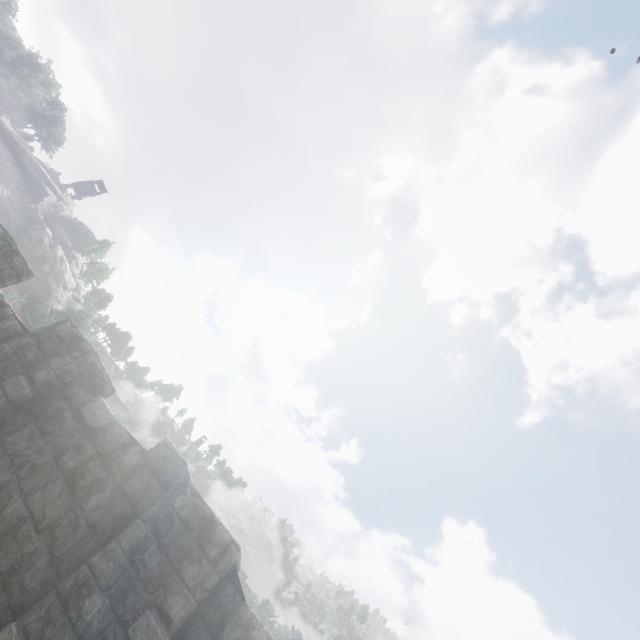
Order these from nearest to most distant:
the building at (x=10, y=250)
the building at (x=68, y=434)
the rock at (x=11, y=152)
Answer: the building at (x=68, y=434), the building at (x=10, y=250), the rock at (x=11, y=152)

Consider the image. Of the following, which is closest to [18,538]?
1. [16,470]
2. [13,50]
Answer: [16,470]

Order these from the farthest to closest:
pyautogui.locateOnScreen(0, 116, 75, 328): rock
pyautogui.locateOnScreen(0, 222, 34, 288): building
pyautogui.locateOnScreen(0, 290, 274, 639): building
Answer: pyautogui.locateOnScreen(0, 116, 75, 328): rock
pyautogui.locateOnScreen(0, 222, 34, 288): building
pyautogui.locateOnScreen(0, 290, 274, 639): building

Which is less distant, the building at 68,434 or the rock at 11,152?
the building at 68,434

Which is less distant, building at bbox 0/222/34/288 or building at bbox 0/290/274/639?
building at bbox 0/290/274/639

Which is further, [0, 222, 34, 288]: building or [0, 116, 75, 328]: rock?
[0, 116, 75, 328]: rock

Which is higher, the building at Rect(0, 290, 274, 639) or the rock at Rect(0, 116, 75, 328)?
the rock at Rect(0, 116, 75, 328)
